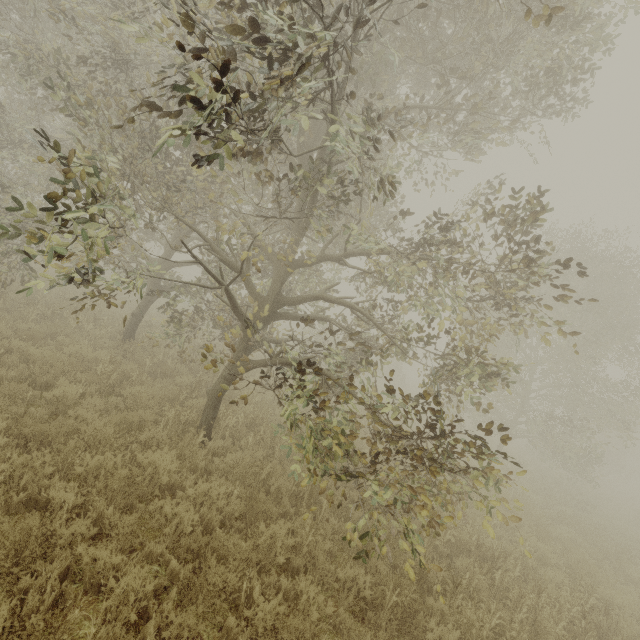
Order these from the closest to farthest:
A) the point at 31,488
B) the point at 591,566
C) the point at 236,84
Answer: the point at 31,488 → the point at 591,566 → the point at 236,84
